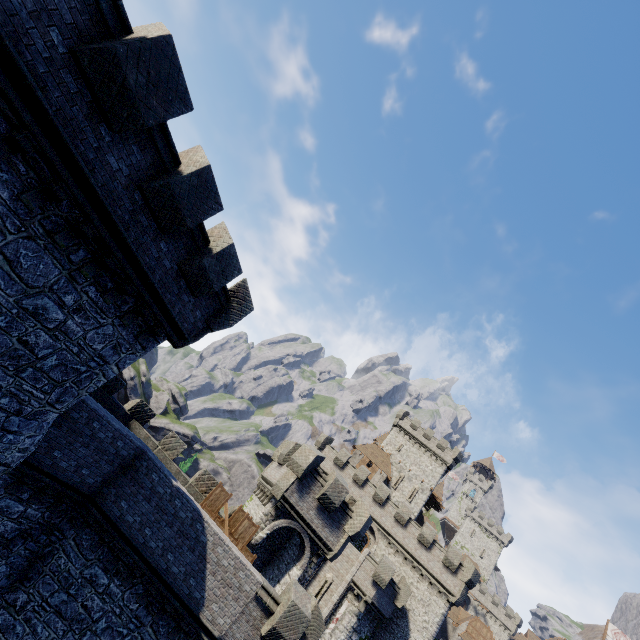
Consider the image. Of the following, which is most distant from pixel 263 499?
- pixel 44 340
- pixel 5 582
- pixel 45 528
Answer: pixel 44 340

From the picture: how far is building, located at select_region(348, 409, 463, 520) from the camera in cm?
4847

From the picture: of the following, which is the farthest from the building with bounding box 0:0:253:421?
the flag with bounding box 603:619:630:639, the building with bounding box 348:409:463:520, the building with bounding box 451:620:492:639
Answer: the flag with bounding box 603:619:630:639

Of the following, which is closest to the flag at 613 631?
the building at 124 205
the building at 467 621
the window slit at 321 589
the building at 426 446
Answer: the building at 467 621

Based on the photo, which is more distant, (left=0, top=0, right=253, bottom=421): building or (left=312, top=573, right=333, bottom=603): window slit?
(left=312, top=573, right=333, bottom=603): window slit

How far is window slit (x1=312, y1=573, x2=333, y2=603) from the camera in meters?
29.3 m

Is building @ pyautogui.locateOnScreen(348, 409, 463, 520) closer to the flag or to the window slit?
the window slit

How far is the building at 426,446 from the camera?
48.47m
